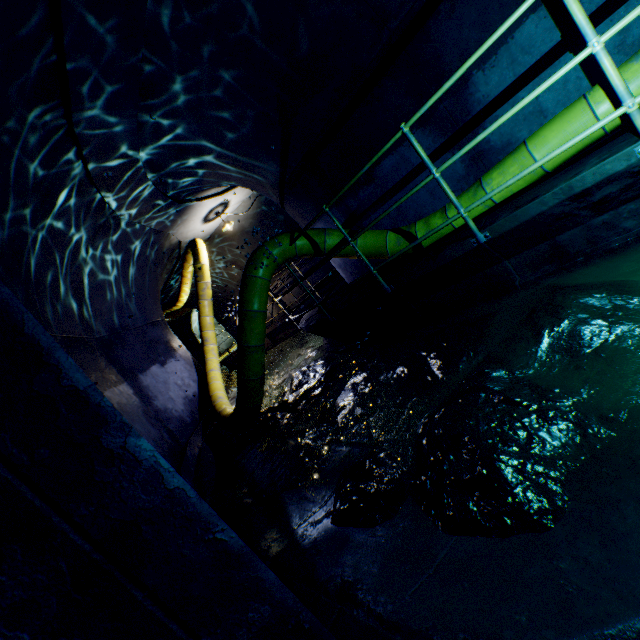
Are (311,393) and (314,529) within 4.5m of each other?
yes

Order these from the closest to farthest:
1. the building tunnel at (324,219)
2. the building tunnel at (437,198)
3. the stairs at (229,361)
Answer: the building tunnel at (437,198), the building tunnel at (324,219), the stairs at (229,361)

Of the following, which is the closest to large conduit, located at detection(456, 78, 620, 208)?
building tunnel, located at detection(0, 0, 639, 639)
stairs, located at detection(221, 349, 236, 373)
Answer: building tunnel, located at detection(0, 0, 639, 639)

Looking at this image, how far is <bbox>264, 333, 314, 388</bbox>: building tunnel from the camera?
9.41m

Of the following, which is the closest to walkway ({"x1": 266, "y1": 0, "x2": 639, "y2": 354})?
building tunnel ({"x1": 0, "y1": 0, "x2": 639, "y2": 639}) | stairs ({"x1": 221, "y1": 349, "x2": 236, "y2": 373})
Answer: building tunnel ({"x1": 0, "y1": 0, "x2": 639, "y2": 639})

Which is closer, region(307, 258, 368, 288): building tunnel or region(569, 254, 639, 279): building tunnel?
region(569, 254, 639, 279): building tunnel

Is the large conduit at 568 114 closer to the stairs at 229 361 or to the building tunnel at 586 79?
the building tunnel at 586 79

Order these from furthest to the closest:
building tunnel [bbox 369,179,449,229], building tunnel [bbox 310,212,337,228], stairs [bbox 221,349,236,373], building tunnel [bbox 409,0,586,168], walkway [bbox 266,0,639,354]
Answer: stairs [bbox 221,349,236,373] < building tunnel [bbox 310,212,337,228] < building tunnel [bbox 369,179,449,229] < building tunnel [bbox 409,0,586,168] < walkway [bbox 266,0,639,354]
